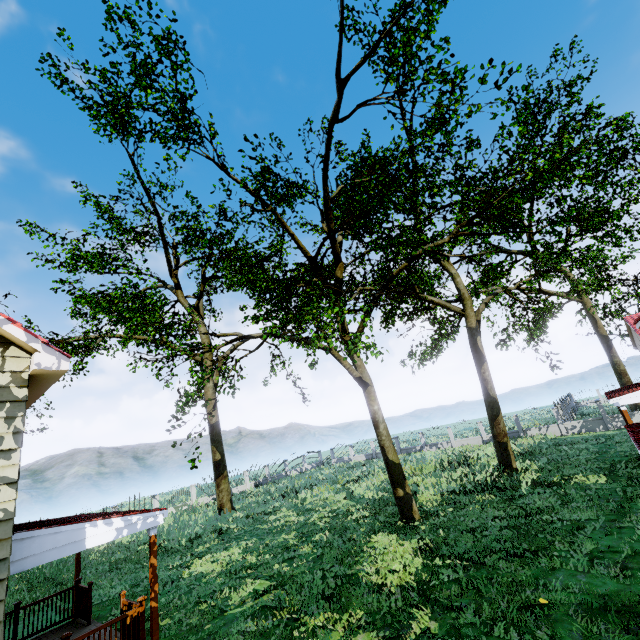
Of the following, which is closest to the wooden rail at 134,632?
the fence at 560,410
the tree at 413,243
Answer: the tree at 413,243

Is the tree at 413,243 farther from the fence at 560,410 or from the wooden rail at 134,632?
the wooden rail at 134,632

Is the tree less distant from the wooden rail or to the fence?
the fence

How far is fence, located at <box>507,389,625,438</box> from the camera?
25.9m

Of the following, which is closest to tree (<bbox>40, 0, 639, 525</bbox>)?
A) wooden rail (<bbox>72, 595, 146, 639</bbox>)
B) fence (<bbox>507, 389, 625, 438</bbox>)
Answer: fence (<bbox>507, 389, 625, 438</bbox>)

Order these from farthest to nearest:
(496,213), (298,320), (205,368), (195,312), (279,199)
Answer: (195,312) < (496,213) < (205,368) < (298,320) < (279,199)
